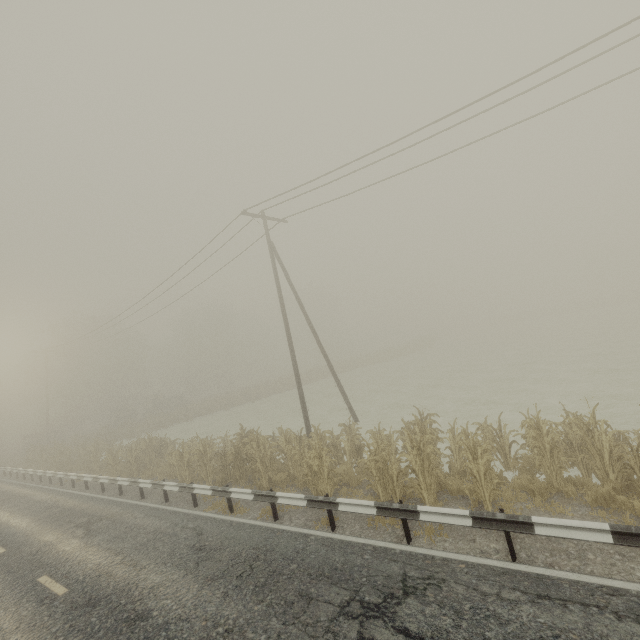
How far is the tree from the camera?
44.5m

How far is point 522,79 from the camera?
9.6m

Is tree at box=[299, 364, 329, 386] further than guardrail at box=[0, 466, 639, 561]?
Yes

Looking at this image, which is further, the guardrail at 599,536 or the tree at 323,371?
the tree at 323,371

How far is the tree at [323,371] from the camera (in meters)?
44.55
